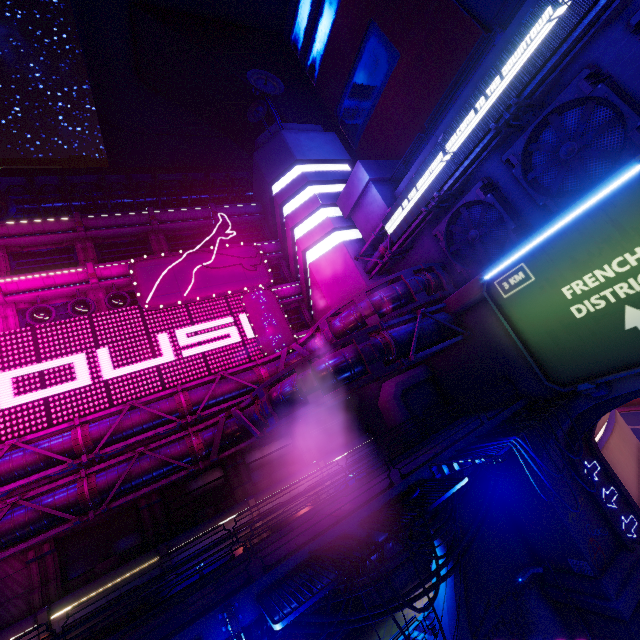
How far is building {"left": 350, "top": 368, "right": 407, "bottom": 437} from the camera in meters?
22.6 m

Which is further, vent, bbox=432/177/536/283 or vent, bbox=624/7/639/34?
vent, bbox=432/177/536/283

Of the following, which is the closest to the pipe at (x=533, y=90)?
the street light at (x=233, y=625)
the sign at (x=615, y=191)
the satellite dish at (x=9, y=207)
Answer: the sign at (x=615, y=191)

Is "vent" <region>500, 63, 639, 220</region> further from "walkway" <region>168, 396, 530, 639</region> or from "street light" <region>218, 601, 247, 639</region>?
"street light" <region>218, 601, 247, 639</region>

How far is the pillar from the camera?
22.7m

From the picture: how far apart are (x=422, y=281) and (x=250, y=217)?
19.0 meters

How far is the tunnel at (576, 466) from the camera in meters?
16.3 m

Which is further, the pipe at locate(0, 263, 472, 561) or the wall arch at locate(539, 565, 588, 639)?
the wall arch at locate(539, 565, 588, 639)
